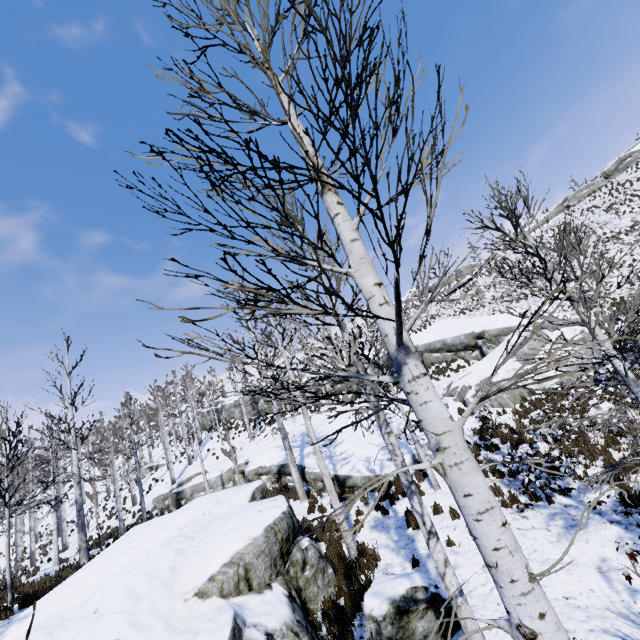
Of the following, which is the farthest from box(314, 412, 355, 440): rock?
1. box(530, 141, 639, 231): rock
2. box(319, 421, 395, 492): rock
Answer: box(530, 141, 639, 231): rock

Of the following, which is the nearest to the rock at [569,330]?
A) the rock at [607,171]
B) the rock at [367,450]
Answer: the rock at [367,450]

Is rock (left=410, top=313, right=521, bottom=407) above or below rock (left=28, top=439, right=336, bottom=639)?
above

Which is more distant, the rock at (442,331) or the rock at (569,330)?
the rock at (442,331)

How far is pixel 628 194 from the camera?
31.2m

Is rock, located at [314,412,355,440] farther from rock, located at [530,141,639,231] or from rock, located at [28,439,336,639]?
rock, located at [530,141,639,231]

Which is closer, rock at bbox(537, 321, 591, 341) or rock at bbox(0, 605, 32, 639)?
rock at bbox(0, 605, 32, 639)

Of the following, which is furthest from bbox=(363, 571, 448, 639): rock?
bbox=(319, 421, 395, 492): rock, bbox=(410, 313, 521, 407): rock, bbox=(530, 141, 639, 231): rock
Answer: bbox=(530, 141, 639, 231): rock
